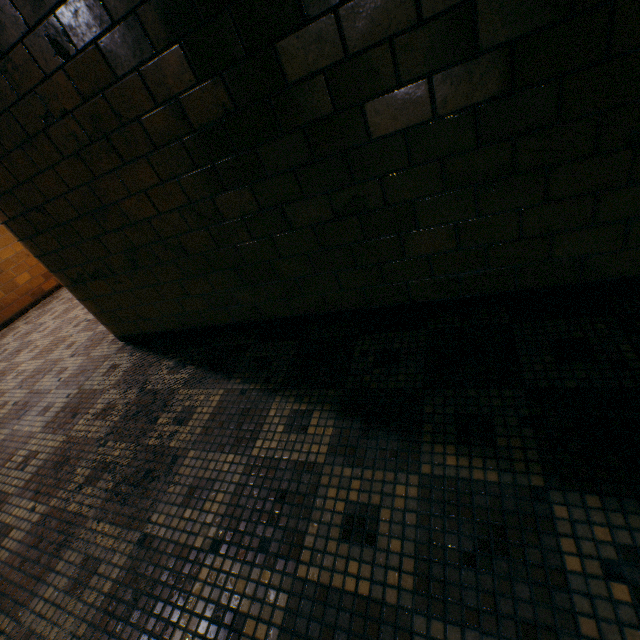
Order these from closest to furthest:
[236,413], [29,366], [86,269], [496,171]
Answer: [496,171]
[236,413]
[86,269]
[29,366]
